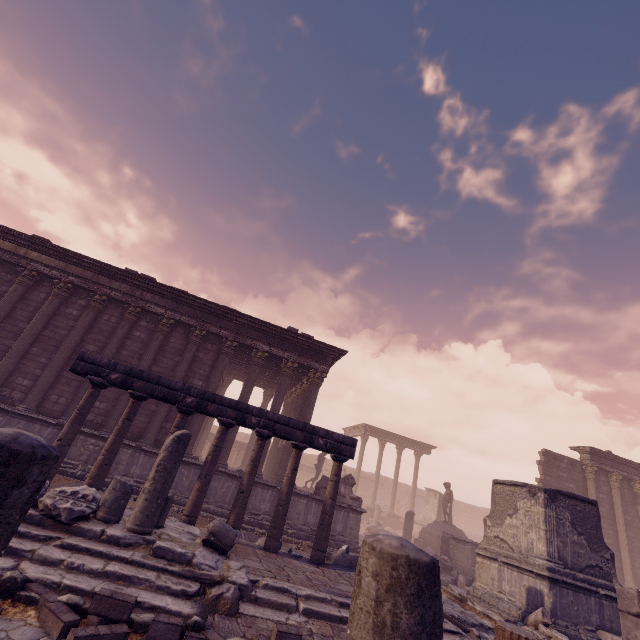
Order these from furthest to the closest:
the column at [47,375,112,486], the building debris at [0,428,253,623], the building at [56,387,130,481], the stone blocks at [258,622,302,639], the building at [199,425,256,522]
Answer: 1. the building at [199,425,256,522]
2. the building at [56,387,130,481]
3. the column at [47,375,112,486]
4. the stone blocks at [258,622,302,639]
5. the building debris at [0,428,253,623]

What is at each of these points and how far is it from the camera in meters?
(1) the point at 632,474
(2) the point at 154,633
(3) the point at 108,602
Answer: (1) entablature, 19.1
(2) stone blocks, 3.5
(3) stone blocks, 3.8

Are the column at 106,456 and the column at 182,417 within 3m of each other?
yes

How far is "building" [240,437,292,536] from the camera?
11.6m

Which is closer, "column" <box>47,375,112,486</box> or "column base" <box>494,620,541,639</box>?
"column base" <box>494,620,541,639</box>

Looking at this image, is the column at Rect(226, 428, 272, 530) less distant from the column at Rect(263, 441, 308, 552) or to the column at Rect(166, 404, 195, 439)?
the column at Rect(263, 441, 308, 552)

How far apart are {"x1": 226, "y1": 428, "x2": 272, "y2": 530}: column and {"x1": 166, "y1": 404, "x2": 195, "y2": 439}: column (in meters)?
1.64

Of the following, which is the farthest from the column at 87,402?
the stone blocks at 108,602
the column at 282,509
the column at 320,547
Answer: the column at 320,547
